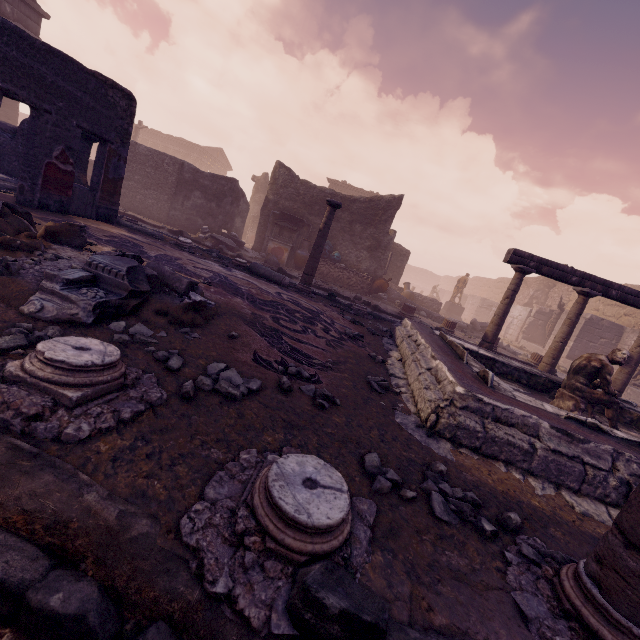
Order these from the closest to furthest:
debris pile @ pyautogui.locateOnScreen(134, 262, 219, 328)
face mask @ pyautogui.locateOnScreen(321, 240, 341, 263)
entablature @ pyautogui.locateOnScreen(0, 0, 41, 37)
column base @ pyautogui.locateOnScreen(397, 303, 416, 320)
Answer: debris pile @ pyautogui.locateOnScreen(134, 262, 219, 328), column base @ pyautogui.locateOnScreen(397, 303, 416, 320), face mask @ pyautogui.locateOnScreen(321, 240, 341, 263), entablature @ pyautogui.locateOnScreen(0, 0, 41, 37)

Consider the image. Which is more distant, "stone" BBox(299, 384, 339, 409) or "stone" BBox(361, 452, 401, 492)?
"stone" BBox(299, 384, 339, 409)

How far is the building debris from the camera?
2.36m

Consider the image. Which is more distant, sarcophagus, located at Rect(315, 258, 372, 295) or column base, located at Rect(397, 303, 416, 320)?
sarcophagus, located at Rect(315, 258, 372, 295)

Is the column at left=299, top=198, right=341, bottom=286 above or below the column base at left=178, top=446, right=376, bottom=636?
above

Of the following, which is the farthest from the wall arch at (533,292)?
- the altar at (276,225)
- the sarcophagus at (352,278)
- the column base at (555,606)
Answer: the column base at (555,606)

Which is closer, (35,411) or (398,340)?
(35,411)

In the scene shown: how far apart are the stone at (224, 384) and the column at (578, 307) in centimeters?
791cm
